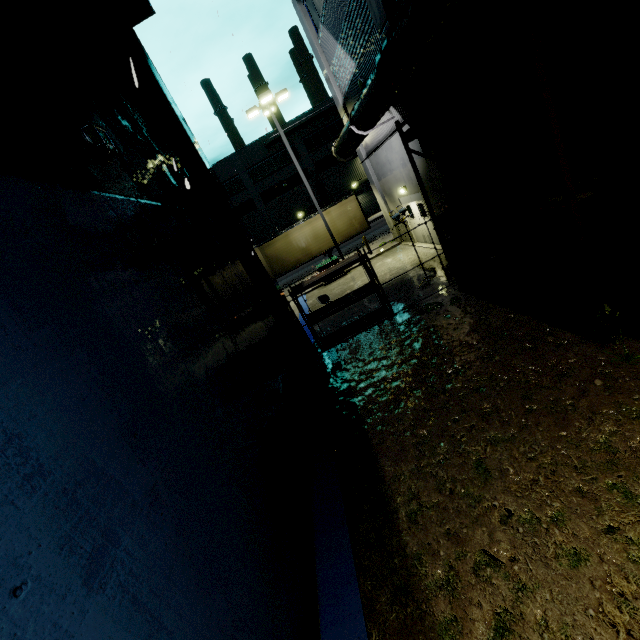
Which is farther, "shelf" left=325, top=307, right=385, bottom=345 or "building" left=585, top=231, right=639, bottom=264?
"shelf" left=325, top=307, right=385, bottom=345

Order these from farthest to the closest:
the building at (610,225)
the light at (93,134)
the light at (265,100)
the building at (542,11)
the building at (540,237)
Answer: the light at (265,100), the building at (540,237), the building at (610,225), the building at (542,11), the light at (93,134)

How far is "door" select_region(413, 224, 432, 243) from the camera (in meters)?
15.09

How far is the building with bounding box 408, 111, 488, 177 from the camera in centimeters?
868cm

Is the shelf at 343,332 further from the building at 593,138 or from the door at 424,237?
the door at 424,237

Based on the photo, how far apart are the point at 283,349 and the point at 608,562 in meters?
6.8

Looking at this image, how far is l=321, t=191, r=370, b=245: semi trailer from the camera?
22.8 meters

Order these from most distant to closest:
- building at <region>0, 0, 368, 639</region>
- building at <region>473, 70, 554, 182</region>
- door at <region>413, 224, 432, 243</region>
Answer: door at <region>413, 224, 432, 243</region>
building at <region>473, 70, 554, 182</region>
building at <region>0, 0, 368, 639</region>
